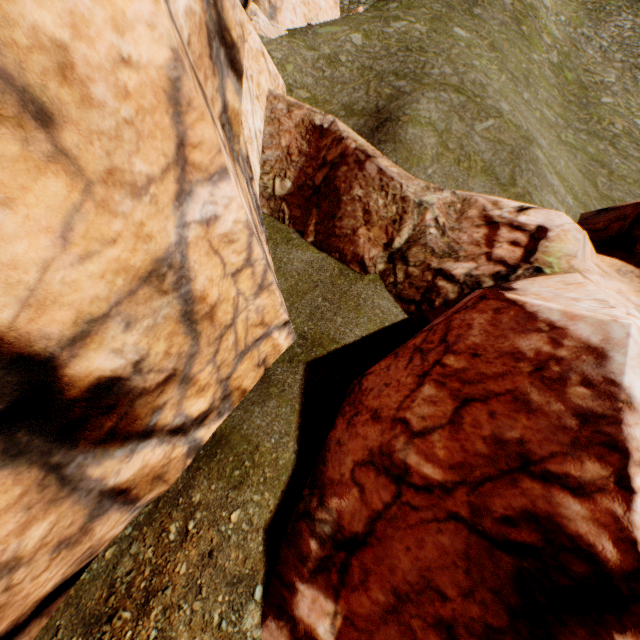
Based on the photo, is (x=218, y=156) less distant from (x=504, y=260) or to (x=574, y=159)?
(x=504, y=260)
